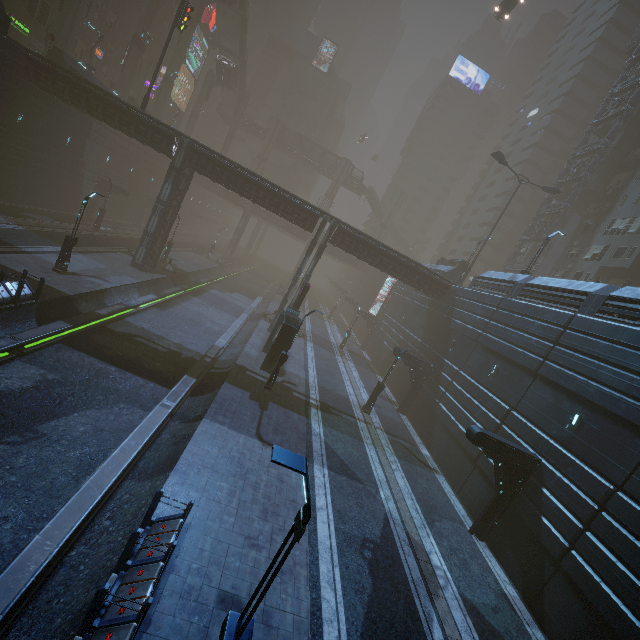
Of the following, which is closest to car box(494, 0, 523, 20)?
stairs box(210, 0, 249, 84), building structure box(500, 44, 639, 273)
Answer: building structure box(500, 44, 639, 273)

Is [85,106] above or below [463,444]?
above

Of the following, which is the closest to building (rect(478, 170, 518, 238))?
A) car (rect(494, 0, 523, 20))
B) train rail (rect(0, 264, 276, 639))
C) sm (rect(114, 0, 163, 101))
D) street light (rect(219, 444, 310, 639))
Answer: train rail (rect(0, 264, 276, 639))

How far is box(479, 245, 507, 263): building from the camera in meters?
59.2 m

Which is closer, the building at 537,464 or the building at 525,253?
the building at 537,464

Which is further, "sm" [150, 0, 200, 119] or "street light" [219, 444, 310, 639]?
"sm" [150, 0, 200, 119]

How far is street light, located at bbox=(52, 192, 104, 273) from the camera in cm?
1955

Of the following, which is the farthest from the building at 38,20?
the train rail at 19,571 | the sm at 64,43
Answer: the sm at 64,43
